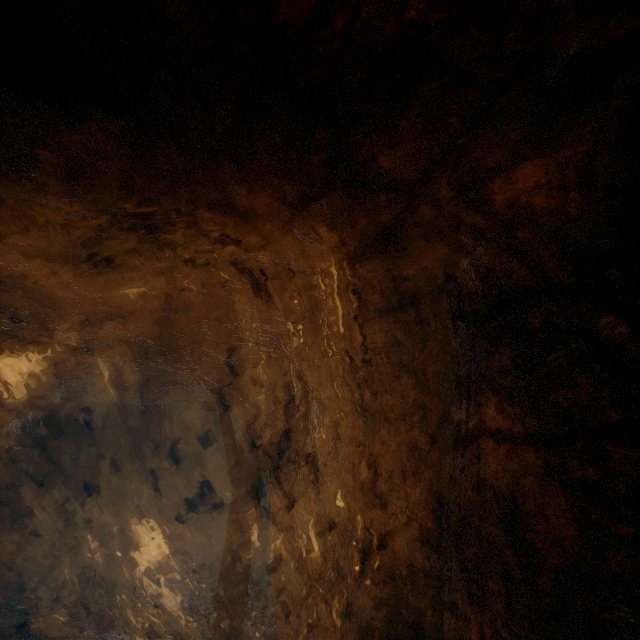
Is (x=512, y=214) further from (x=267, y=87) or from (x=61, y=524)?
(x=61, y=524)
